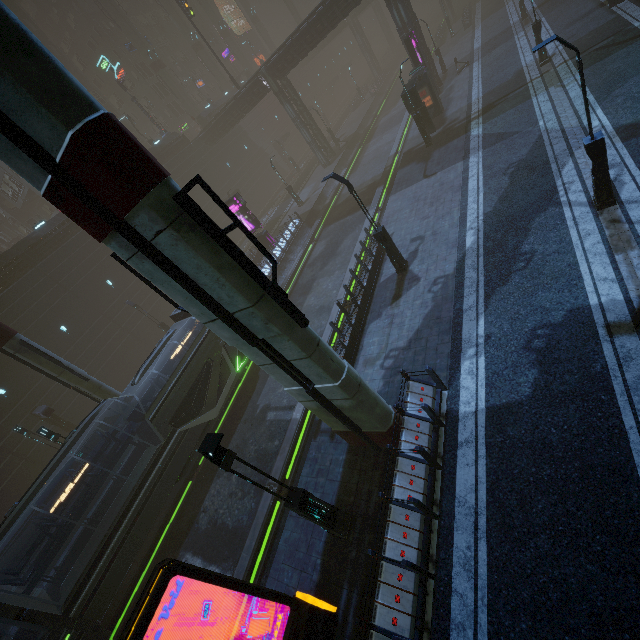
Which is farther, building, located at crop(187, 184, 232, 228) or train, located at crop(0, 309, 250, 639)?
building, located at crop(187, 184, 232, 228)

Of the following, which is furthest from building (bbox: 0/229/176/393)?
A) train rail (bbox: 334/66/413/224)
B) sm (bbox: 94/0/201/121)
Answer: sm (bbox: 94/0/201/121)

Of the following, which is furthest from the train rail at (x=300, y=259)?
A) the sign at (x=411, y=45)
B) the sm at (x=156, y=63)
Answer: the sm at (x=156, y=63)

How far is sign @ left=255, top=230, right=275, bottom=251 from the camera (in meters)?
28.44

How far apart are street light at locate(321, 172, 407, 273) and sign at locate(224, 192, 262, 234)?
14.82m

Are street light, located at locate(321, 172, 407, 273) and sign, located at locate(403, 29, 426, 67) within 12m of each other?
no

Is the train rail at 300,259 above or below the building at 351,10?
below

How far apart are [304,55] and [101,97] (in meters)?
31.65
